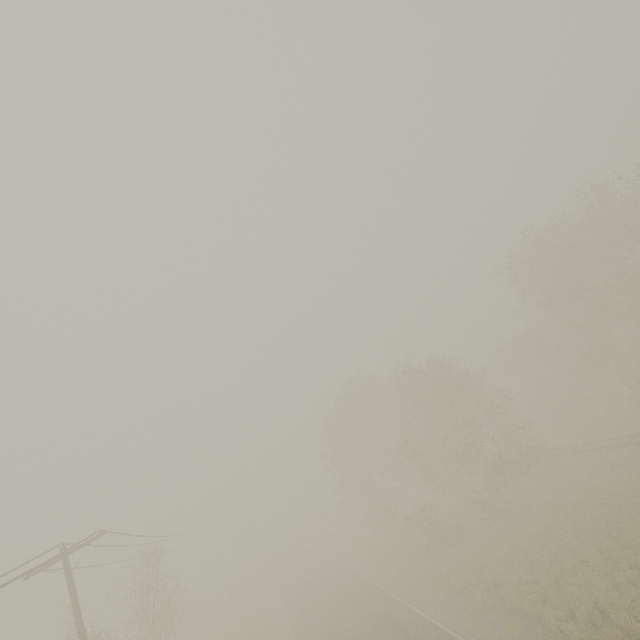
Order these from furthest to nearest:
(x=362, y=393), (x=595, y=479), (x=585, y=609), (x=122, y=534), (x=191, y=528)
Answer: (x=362, y=393) → (x=191, y=528) → (x=595, y=479) → (x=122, y=534) → (x=585, y=609)
